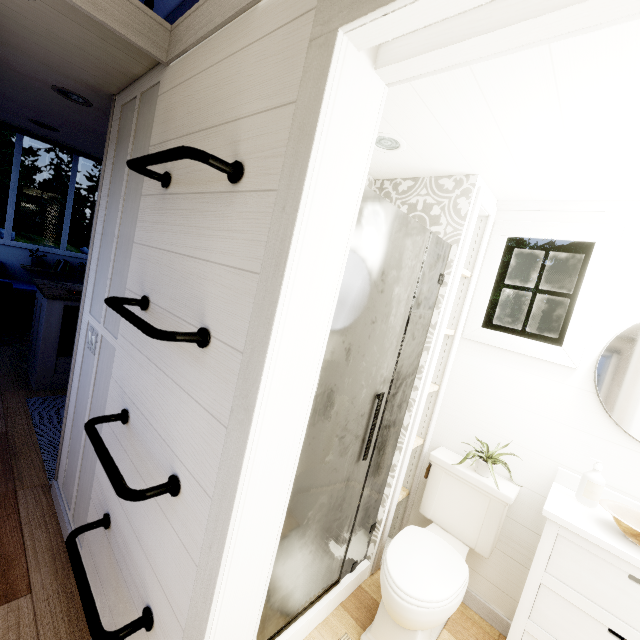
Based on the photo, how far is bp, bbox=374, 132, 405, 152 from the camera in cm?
161

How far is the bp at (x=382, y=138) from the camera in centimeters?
161cm

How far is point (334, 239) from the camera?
0.85m

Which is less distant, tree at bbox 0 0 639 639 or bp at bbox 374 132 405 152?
tree at bbox 0 0 639 639

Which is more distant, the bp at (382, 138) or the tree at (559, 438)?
the bp at (382, 138)
